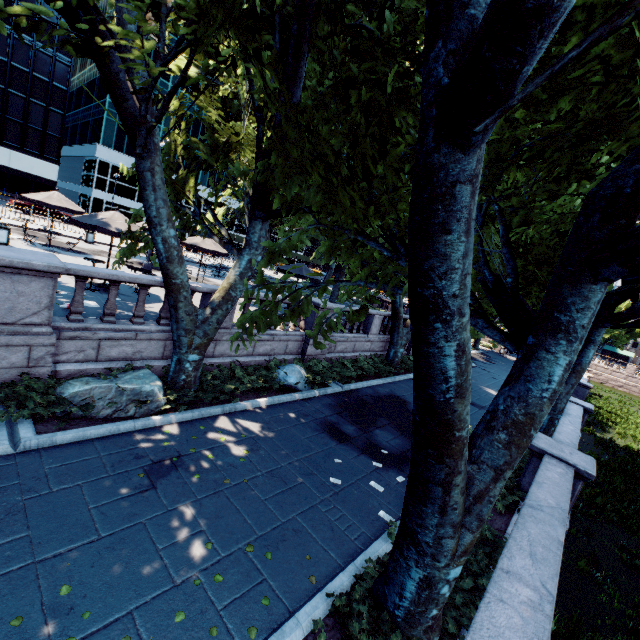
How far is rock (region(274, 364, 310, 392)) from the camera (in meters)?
11.59

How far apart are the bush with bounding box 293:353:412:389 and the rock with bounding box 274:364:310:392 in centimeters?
279cm

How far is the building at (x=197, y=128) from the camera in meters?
56.6 m

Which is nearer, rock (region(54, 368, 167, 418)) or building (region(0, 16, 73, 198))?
rock (region(54, 368, 167, 418))

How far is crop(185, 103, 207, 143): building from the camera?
56.59m

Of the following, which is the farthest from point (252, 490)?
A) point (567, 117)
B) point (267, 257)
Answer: point (567, 117)

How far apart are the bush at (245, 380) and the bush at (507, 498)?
6.15m
